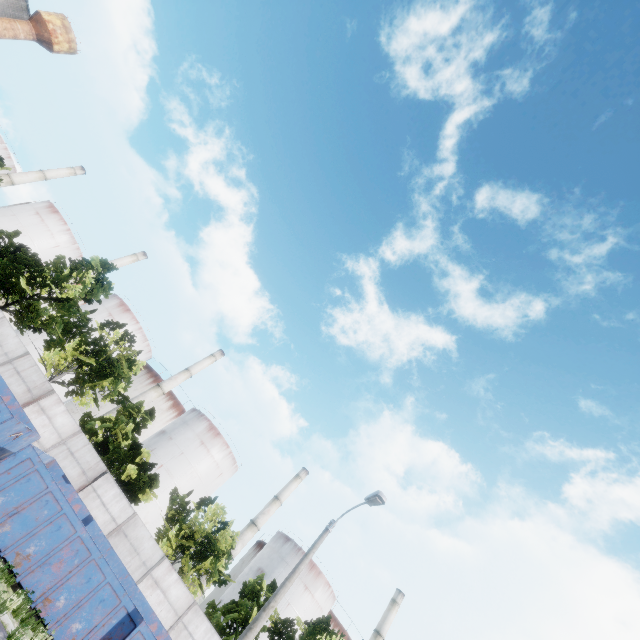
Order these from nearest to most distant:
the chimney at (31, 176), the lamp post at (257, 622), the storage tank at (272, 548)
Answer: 1. the lamp post at (257, 622)
2. the storage tank at (272, 548)
3. the chimney at (31, 176)

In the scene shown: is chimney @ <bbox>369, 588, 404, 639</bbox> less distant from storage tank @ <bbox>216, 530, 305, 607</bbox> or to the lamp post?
storage tank @ <bbox>216, 530, 305, 607</bbox>

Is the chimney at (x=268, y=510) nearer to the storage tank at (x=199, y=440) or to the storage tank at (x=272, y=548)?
the storage tank at (x=272, y=548)

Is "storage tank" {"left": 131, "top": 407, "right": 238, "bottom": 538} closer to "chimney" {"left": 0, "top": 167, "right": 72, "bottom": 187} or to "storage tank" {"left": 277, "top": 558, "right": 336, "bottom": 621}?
"storage tank" {"left": 277, "top": 558, "right": 336, "bottom": 621}

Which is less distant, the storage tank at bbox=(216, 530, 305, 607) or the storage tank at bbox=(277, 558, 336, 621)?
the storage tank at bbox=(277, 558, 336, 621)

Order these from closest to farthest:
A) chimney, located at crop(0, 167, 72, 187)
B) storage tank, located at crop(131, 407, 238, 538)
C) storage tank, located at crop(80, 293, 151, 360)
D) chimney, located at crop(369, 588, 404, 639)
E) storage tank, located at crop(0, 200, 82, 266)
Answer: storage tank, located at crop(131, 407, 238, 538), chimney, located at crop(369, 588, 404, 639), storage tank, located at crop(80, 293, 151, 360), storage tank, located at crop(0, 200, 82, 266), chimney, located at crop(0, 167, 72, 187)

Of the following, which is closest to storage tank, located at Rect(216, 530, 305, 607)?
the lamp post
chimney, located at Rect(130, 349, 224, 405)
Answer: chimney, located at Rect(130, 349, 224, 405)

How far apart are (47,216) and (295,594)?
70.5m
